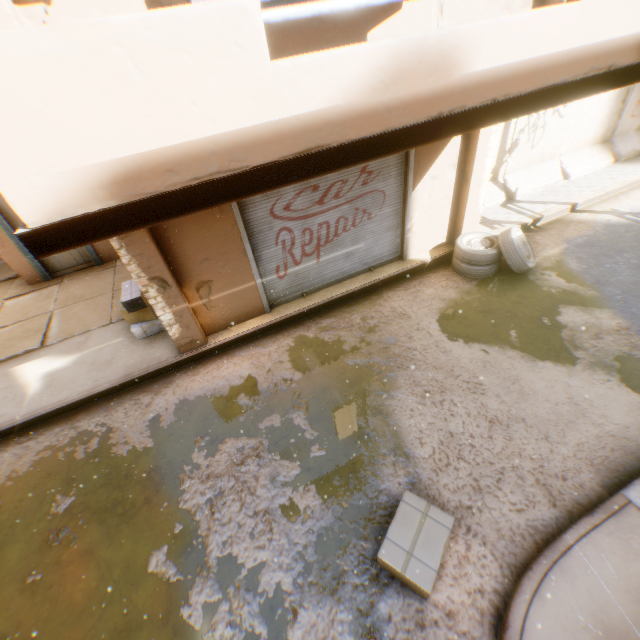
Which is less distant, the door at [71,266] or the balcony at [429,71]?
the balcony at [429,71]

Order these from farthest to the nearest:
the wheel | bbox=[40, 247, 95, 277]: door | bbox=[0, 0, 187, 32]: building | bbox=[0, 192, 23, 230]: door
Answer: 1. bbox=[40, 247, 95, 277]: door
2. bbox=[0, 192, 23, 230]: door
3. the wheel
4. bbox=[0, 0, 187, 32]: building

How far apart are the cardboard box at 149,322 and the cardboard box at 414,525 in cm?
476

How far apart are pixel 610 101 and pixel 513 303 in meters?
7.5 m

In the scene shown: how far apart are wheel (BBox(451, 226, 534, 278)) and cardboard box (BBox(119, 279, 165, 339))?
5.3m

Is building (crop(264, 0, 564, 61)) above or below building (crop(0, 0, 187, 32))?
below

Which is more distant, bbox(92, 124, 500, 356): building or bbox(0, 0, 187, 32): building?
bbox(92, 124, 500, 356): building
